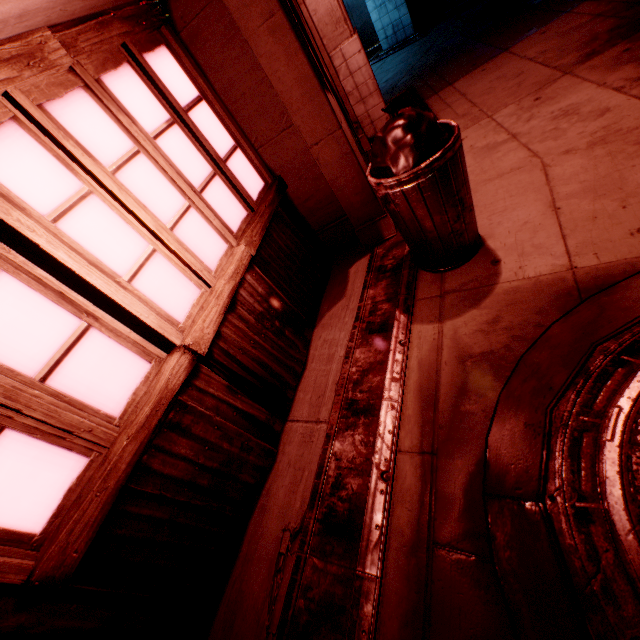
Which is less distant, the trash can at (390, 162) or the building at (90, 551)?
the building at (90, 551)

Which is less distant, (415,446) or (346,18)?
(415,446)

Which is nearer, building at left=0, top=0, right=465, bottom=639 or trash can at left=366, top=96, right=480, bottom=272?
building at left=0, top=0, right=465, bottom=639

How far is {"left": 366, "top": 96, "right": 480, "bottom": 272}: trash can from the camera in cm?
218

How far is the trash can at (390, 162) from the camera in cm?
218
